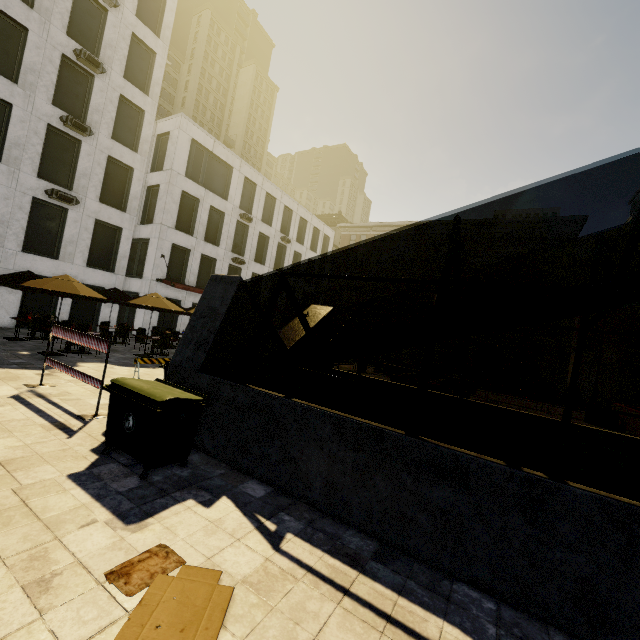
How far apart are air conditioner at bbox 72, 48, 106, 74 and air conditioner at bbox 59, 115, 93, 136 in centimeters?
315cm

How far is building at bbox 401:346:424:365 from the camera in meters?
43.7 m

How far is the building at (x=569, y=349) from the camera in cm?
5564

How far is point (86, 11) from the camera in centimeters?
1806cm

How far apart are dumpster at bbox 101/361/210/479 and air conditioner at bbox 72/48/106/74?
21.3m

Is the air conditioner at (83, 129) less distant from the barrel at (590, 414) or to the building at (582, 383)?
the barrel at (590, 414)
